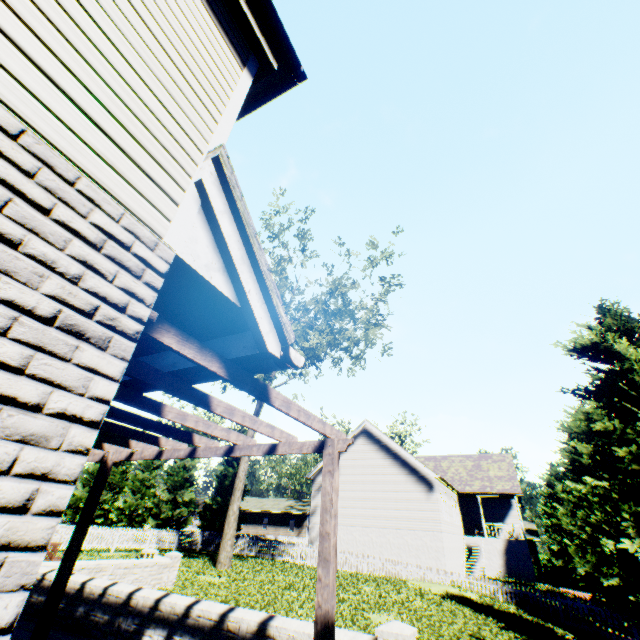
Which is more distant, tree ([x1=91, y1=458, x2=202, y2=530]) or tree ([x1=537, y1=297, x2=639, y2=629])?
tree ([x1=91, y1=458, x2=202, y2=530])

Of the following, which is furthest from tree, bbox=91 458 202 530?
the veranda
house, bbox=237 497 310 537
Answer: the veranda

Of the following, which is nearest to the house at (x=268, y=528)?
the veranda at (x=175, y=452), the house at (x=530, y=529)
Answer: the house at (x=530, y=529)

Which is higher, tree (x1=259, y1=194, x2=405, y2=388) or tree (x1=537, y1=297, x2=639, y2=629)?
tree (x1=259, y1=194, x2=405, y2=388)

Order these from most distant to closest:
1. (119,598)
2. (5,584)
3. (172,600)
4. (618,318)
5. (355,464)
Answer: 1. (355,464)
2. (618,318)
3. (119,598)
4. (172,600)
5. (5,584)

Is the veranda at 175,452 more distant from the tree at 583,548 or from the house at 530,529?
the house at 530,529

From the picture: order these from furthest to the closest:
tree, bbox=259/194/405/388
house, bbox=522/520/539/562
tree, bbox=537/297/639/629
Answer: house, bbox=522/520/539/562 → tree, bbox=259/194/405/388 → tree, bbox=537/297/639/629

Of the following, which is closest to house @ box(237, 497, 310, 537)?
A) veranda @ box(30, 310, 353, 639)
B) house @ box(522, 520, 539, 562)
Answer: house @ box(522, 520, 539, 562)
